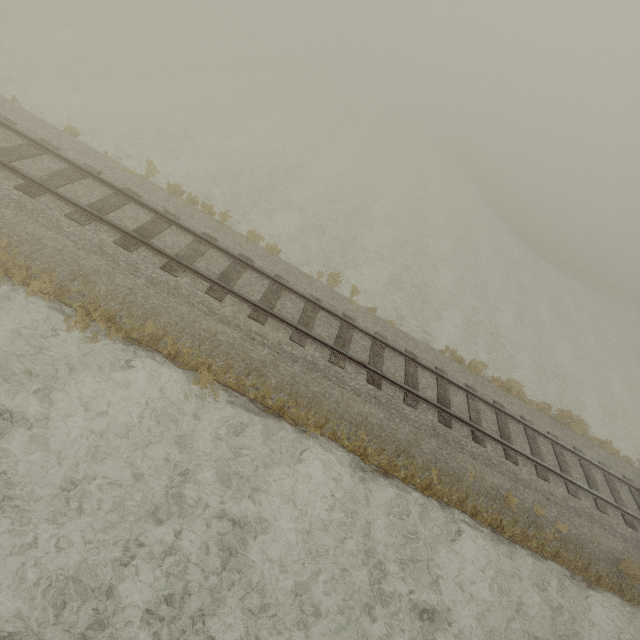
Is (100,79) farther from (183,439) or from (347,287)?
(183,439)
